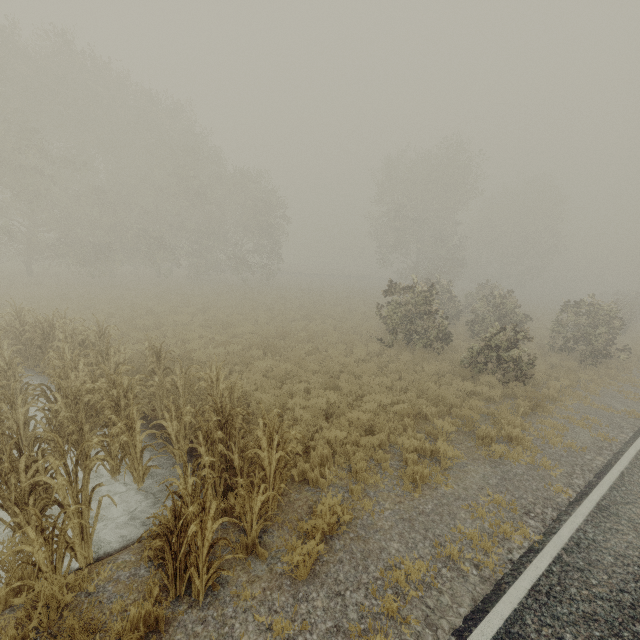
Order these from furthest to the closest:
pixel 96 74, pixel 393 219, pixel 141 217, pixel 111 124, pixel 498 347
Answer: pixel 393 219 < pixel 141 217 < pixel 96 74 < pixel 111 124 < pixel 498 347
